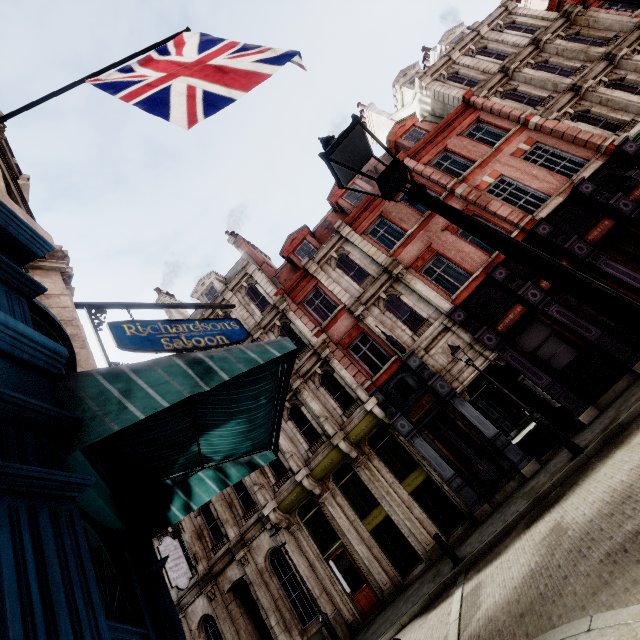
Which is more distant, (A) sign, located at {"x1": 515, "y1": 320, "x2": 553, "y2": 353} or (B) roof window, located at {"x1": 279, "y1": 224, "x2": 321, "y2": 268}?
(B) roof window, located at {"x1": 279, "y1": 224, "x2": 321, "y2": 268}

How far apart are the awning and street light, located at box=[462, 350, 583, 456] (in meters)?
8.99

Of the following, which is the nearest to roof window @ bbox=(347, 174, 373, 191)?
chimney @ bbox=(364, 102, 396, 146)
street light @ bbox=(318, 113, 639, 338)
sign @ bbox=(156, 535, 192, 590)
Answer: chimney @ bbox=(364, 102, 396, 146)

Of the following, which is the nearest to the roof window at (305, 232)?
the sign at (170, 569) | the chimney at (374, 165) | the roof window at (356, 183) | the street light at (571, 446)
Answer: the roof window at (356, 183)

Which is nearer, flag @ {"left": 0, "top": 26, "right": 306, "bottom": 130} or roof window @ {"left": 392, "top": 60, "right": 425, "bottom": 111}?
flag @ {"left": 0, "top": 26, "right": 306, "bottom": 130}

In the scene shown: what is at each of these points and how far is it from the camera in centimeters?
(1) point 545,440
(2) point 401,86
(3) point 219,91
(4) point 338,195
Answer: (1) tunnel, 1435cm
(2) roof window, 2270cm
(3) flag, 344cm
(4) roof window, 2020cm

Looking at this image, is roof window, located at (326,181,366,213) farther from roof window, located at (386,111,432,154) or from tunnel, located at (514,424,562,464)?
tunnel, located at (514,424,562,464)

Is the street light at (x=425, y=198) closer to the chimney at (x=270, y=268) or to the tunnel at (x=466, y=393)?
the tunnel at (x=466, y=393)
